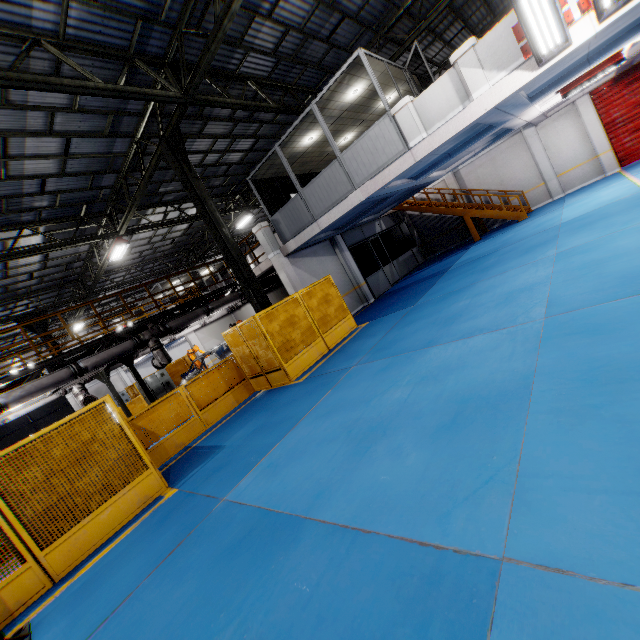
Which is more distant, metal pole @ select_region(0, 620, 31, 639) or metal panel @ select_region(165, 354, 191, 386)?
metal panel @ select_region(165, 354, 191, 386)

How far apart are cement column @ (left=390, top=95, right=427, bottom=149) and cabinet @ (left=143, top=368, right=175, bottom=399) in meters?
18.9 m

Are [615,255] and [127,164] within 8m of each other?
no

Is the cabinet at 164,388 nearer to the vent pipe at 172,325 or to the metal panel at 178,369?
the metal panel at 178,369

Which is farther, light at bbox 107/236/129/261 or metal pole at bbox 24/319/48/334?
metal pole at bbox 24/319/48/334

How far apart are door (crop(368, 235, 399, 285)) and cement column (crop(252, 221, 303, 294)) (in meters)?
5.95

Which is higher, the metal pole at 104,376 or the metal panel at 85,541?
the metal pole at 104,376

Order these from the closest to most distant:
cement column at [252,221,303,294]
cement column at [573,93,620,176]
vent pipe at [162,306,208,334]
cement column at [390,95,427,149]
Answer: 1. cement column at [390,95,427,149]
2. vent pipe at [162,306,208,334]
3. cement column at [252,221,303,294]
4. cement column at [573,93,620,176]
